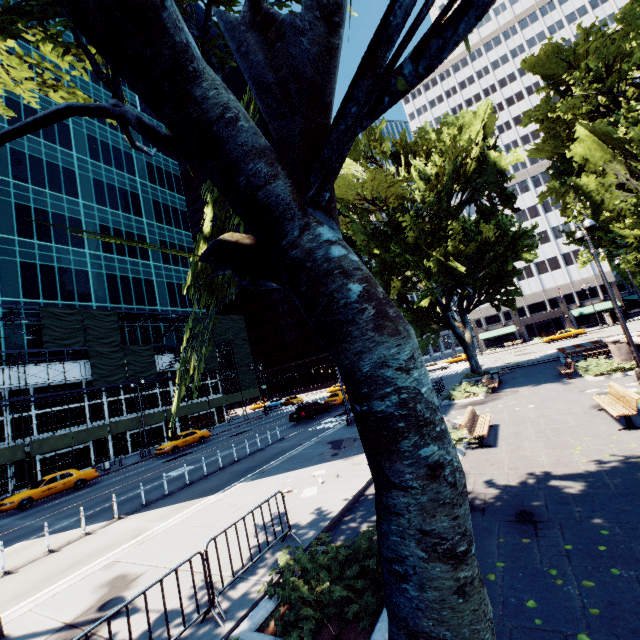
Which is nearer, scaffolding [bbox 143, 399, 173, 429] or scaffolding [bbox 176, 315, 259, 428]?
scaffolding [bbox 143, 399, 173, 429]

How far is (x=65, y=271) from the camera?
35.6 meters

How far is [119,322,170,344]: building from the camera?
38.94m

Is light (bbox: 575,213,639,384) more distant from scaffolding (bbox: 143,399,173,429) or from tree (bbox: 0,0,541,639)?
scaffolding (bbox: 143,399,173,429)

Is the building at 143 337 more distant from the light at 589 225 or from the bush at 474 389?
the light at 589 225

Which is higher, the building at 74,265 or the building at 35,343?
the building at 74,265

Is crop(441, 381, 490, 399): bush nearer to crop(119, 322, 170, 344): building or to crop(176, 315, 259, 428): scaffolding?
crop(176, 315, 259, 428): scaffolding

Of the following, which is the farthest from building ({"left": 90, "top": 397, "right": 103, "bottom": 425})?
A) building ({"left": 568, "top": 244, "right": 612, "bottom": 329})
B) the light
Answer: building ({"left": 568, "top": 244, "right": 612, "bottom": 329})
